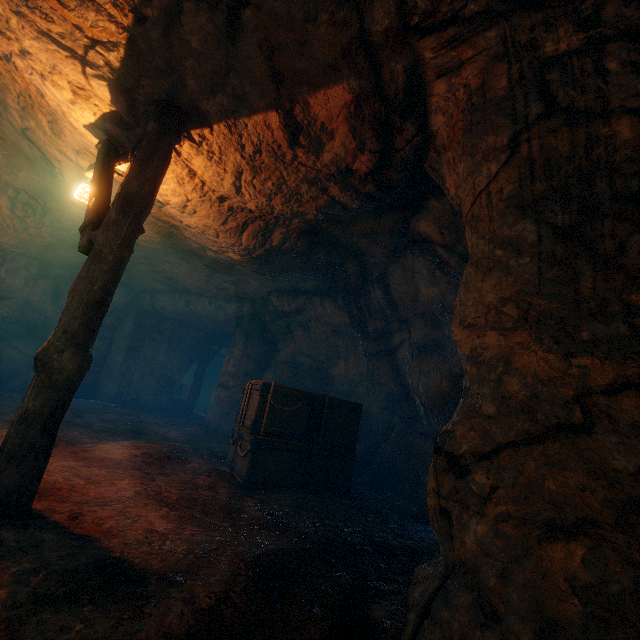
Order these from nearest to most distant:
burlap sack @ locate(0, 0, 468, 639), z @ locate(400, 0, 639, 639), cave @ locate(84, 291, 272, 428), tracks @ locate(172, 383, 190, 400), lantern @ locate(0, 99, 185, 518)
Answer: z @ locate(400, 0, 639, 639) → burlap sack @ locate(0, 0, 468, 639) → lantern @ locate(0, 99, 185, 518) → cave @ locate(84, 291, 272, 428) → tracks @ locate(172, 383, 190, 400)

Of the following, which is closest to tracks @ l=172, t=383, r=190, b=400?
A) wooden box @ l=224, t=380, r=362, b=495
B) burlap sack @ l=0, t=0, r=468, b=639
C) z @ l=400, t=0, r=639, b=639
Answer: burlap sack @ l=0, t=0, r=468, b=639

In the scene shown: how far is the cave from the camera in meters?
12.6

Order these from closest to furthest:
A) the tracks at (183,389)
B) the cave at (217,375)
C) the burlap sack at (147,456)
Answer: the burlap sack at (147,456)
the cave at (217,375)
the tracks at (183,389)

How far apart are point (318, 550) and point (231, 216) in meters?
5.7

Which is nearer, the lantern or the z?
the z

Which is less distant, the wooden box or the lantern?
the lantern

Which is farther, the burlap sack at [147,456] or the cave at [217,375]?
the cave at [217,375]
